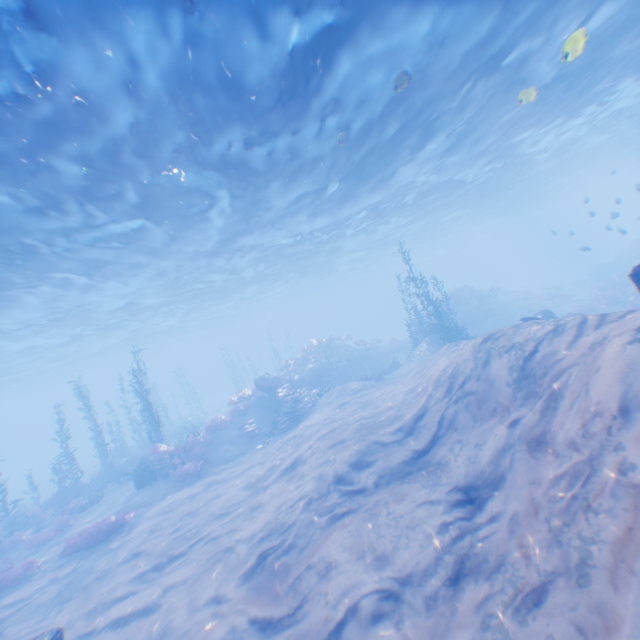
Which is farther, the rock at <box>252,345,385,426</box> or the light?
the rock at <box>252,345,385,426</box>

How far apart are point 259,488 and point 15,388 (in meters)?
56.78

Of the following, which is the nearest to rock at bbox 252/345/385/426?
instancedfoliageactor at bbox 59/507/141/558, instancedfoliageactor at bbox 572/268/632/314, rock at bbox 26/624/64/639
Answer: instancedfoliageactor at bbox 59/507/141/558

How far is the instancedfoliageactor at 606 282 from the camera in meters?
23.8

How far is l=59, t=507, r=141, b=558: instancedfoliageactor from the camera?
12.9 meters

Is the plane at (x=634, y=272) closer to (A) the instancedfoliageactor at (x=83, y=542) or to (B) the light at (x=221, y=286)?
(B) the light at (x=221, y=286)

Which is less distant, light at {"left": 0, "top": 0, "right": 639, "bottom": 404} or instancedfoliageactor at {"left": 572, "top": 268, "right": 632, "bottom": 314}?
light at {"left": 0, "top": 0, "right": 639, "bottom": 404}

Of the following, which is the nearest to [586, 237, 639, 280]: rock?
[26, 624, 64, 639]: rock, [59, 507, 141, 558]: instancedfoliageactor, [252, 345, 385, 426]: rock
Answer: [252, 345, 385, 426]: rock
